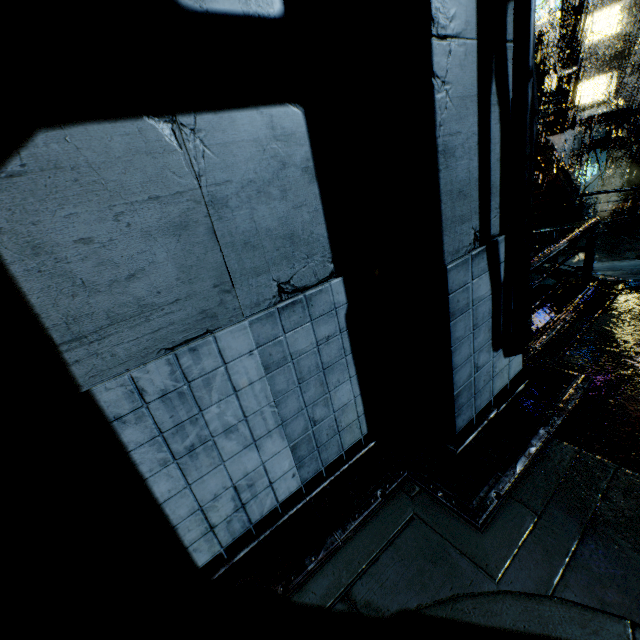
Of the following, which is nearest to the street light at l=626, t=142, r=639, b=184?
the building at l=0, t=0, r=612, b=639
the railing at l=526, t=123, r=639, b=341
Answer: the building at l=0, t=0, r=612, b=639

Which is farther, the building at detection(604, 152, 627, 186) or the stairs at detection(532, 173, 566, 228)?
the building at detection(604, 152, 627, 186)

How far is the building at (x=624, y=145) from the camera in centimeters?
2298cm

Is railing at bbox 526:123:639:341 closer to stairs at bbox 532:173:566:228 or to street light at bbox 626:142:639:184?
stairs at bbox 532:173:566:228

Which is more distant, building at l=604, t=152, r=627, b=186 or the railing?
building at l=604, t=152, r=627, b=186

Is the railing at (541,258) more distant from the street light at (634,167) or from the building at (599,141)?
the street light at (634,167)

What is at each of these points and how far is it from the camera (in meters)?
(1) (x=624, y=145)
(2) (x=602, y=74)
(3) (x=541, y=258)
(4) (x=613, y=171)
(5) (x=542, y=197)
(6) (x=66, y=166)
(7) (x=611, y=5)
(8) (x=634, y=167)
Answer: (1) building, 24.28
(2) building, 31.72
(3) railing, 4.00
(4) building, 35.31
(5) stairs, 14.91
(6) building, 1.51
(7) building, 30.55
(8) street light, 22.14

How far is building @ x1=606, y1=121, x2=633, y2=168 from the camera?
23.0m
